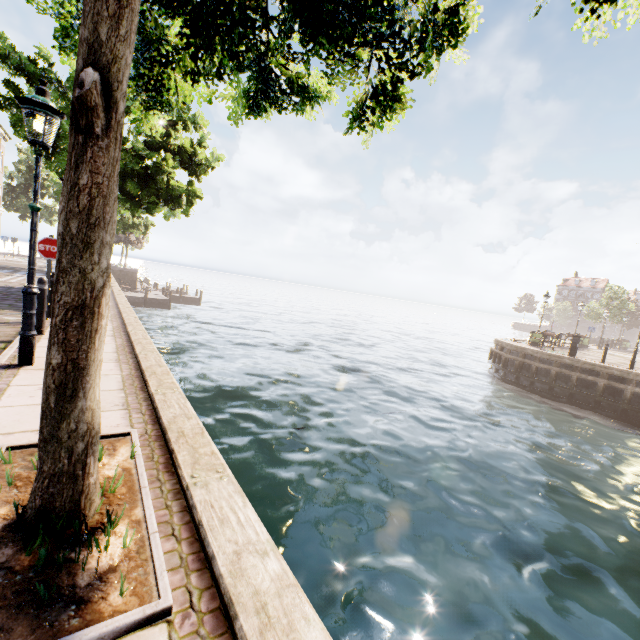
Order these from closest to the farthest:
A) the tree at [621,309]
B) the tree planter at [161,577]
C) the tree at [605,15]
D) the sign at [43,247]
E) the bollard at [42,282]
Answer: the tree planter at [161,577], the tree at [605,15], the bollard at [42,282], the sign at [43,247], the tree at [621,309]

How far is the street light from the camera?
4.2 meters

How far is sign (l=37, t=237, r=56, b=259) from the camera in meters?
7.3 m

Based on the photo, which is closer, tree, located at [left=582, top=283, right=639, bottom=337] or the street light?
the street light

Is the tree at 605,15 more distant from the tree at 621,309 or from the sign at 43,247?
the tree at 621,309

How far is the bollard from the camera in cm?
616

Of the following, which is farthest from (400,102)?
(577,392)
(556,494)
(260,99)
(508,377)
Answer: (508,377)

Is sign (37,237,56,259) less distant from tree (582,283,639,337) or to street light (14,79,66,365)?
street light (14,79,66,365)
